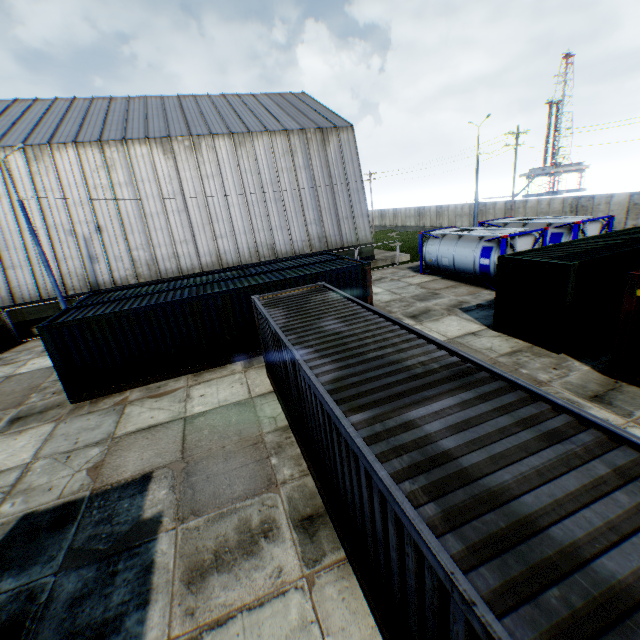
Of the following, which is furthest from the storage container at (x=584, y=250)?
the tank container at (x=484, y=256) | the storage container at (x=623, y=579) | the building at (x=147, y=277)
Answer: the building at (x=147, y=277)

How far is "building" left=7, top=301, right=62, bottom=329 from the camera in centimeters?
2073cm

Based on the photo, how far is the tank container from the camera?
16.8 meters

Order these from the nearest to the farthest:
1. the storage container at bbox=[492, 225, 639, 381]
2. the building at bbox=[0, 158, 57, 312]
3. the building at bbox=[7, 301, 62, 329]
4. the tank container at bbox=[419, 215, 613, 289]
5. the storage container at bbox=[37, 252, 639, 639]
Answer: the storage container at bbox=[37, 252, 639, 639] → the storage container at bbox=[492, 225, 639, 381] → the tank container at bbox=[419, 215, 613, 289] → the building at bbox=[0, 158, 57, 312] → the building at bbox=[7, 301, 62, 329]

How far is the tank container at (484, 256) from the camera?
16.8 meters

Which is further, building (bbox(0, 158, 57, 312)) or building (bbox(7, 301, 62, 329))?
building (bbox(7, 301, 62, 329))

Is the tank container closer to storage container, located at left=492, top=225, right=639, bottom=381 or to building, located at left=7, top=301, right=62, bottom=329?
storage container, located at left=492, top=225, right=639, bottom=381

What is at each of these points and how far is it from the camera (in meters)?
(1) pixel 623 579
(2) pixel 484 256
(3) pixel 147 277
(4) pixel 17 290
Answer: (1) storage container, 2.21
(2) tank container, 17.44
(3) building, 22.80
(4) building, 20.59
